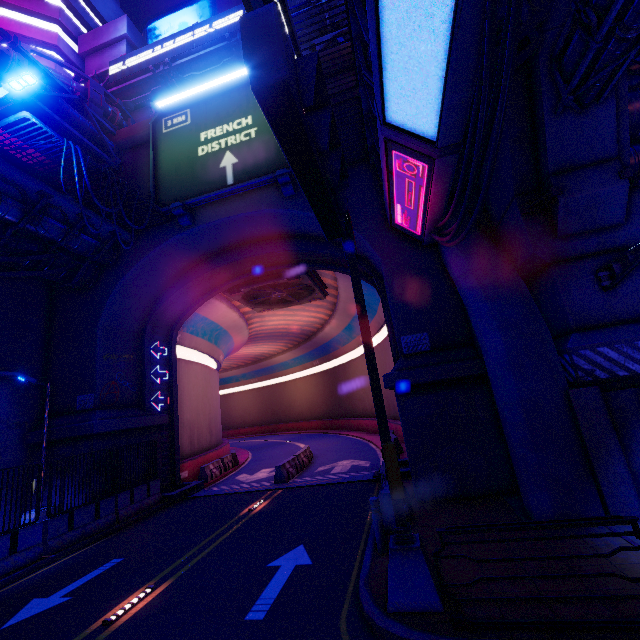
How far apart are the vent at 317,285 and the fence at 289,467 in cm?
995

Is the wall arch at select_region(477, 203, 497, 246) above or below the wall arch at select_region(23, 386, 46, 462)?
above

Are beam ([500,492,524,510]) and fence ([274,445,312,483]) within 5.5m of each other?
no

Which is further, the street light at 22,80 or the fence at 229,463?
the fence at 229,463

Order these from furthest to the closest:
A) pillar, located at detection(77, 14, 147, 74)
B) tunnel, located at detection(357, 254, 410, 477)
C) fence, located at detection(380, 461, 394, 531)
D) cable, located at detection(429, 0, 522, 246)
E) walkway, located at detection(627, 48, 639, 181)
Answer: pillar, located at detection(77, 14, 147, 74) < tunnel, located at detection(357, 254, 410, 477) < walkway, located at detection(627, 48, 639, 181) < fence, located at detection(380, 461, 394, 531) < cable, located at detection(429, 0, 522, 246)

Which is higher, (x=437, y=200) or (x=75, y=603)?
(x=437, y=200)

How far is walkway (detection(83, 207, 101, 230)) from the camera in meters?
13.1 m

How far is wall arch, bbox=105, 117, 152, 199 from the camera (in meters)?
16.16
